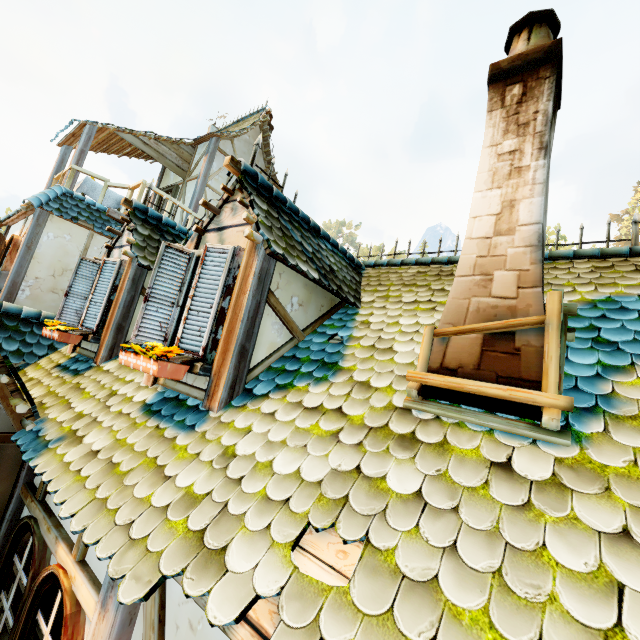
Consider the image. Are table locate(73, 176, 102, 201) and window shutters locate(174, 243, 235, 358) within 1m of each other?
no

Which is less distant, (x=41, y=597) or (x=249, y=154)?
(x=41, y=597)

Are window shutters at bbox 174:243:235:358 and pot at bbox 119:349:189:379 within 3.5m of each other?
yes

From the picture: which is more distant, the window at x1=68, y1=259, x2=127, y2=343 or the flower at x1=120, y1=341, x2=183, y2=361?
the window at x1=68, y1=259, x2=127, y2=343

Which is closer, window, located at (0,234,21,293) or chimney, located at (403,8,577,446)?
chimney, located at (403,8,577,446)

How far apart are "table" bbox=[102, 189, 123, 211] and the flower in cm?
828

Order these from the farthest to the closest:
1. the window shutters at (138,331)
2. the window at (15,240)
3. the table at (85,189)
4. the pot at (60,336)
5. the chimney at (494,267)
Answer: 1. the table at (85,189)
2. the window at (15,240)
3. the pot at (60,336)
4. the window shutters at (138,331)
5. the chimney at (494,267)

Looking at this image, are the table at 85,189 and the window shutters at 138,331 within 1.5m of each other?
no
